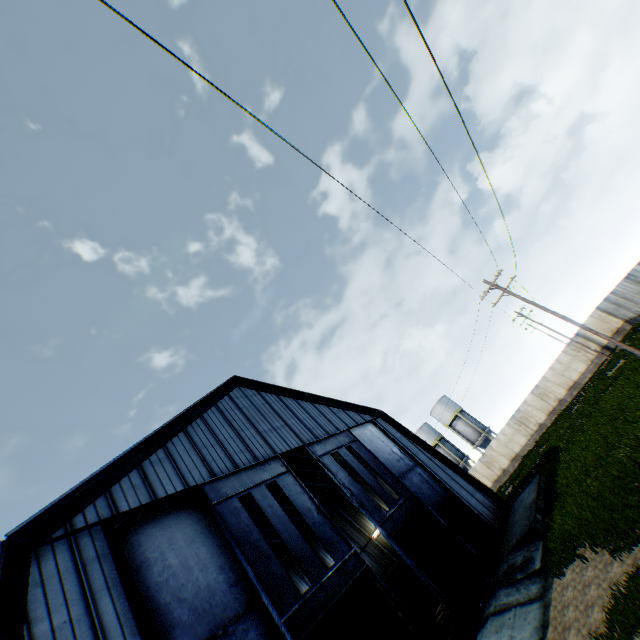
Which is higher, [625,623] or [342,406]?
[342,406]

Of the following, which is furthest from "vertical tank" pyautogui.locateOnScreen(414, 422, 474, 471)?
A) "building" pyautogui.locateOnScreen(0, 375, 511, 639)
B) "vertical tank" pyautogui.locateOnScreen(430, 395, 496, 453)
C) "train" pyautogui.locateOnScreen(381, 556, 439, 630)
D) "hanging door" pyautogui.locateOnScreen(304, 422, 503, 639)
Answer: "hanging door" pyautogui.locateOnScreen(304, 422, 503, 639)

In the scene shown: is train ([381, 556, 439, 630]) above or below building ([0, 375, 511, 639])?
below

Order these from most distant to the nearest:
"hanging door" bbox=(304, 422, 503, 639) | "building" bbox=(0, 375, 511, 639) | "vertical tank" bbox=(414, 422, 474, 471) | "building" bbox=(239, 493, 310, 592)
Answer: "vertical tank" bbox=(414, 422, 474, 471) → "building" bbox=(239, 493, 310, 592) → "hanging door" bbox=(304, 422, 503, 639) → "building" bbox=(0, 375, 511, 639)

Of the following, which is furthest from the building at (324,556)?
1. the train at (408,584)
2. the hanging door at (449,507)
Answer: the train at (408,584)

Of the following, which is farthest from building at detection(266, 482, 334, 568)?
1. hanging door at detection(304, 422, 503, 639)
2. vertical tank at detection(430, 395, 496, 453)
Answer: vertical tank at detection(430, 395, 496, 453)

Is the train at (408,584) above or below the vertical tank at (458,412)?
below
